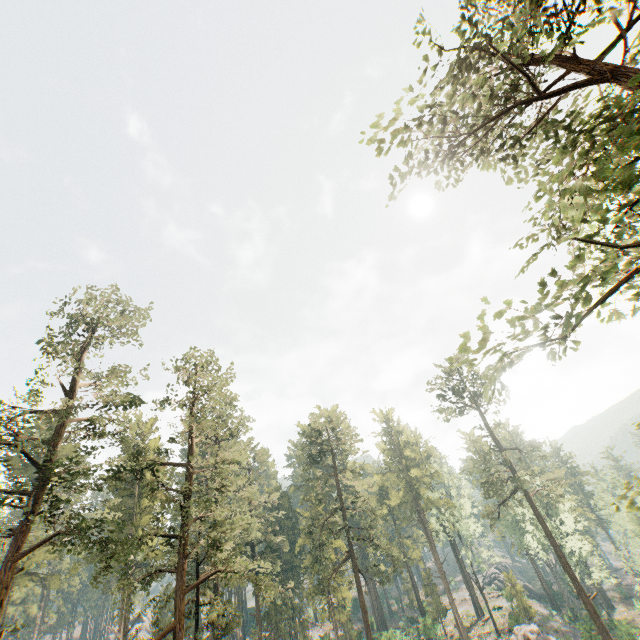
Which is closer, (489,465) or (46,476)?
(46,476)

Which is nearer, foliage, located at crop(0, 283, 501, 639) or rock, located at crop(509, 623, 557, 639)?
foliage, located at crop(0, 283, 501, 639)

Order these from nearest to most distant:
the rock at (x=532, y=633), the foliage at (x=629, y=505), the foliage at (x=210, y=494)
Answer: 1. the foliage at (x=629, y=505)
2. the foliage at (x=210, y=494)
3. the rock at (x=532, y=633)

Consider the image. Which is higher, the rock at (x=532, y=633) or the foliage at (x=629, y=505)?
the foliage at (x=629, y=505)

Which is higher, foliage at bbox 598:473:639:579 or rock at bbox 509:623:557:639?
foliage at bbox 598:473:639:579

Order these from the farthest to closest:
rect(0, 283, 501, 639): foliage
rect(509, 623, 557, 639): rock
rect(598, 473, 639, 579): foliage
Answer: rect(509, 623, 557, 639): rock → rect(0, 283, 501, 639): foliage → rect(598, 473, 639, 579): foliage
